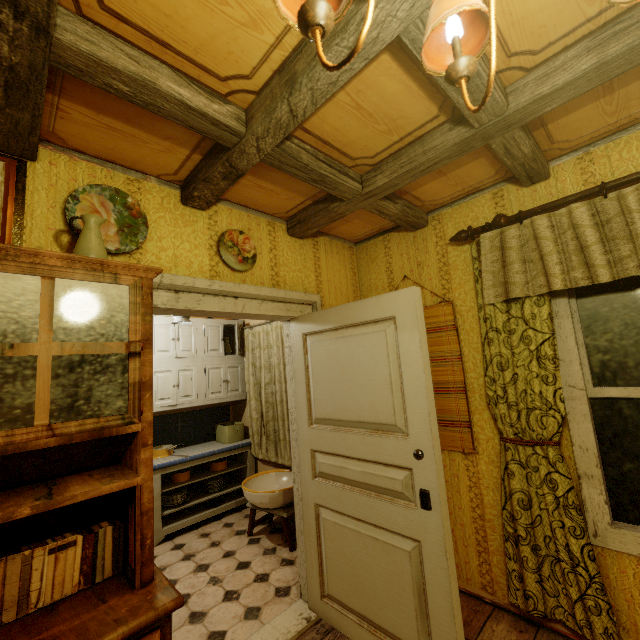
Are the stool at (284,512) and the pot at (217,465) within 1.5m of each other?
yes

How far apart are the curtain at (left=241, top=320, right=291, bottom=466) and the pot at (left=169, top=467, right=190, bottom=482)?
0.77m

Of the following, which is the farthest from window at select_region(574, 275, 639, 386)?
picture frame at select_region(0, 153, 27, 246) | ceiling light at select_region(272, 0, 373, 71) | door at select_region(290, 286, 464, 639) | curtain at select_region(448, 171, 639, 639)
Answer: picture frame at select_region(0, 153, 27, 246)

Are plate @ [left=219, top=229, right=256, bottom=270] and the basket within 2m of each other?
no

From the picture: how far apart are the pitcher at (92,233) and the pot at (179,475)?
3.1 meters

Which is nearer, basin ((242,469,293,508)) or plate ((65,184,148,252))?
plate ((65,184,148,252))

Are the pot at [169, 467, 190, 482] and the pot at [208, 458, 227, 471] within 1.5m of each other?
yes

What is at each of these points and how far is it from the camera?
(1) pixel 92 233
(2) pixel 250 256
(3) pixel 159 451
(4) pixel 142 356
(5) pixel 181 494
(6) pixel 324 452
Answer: (1) pitcher, 1.42m
(2) plate, 2.30m
(3) cooking pot, 3.75m
(4) cabinet, 1.32m
(5) plate, 3.70m
(6) door, 2.24m
